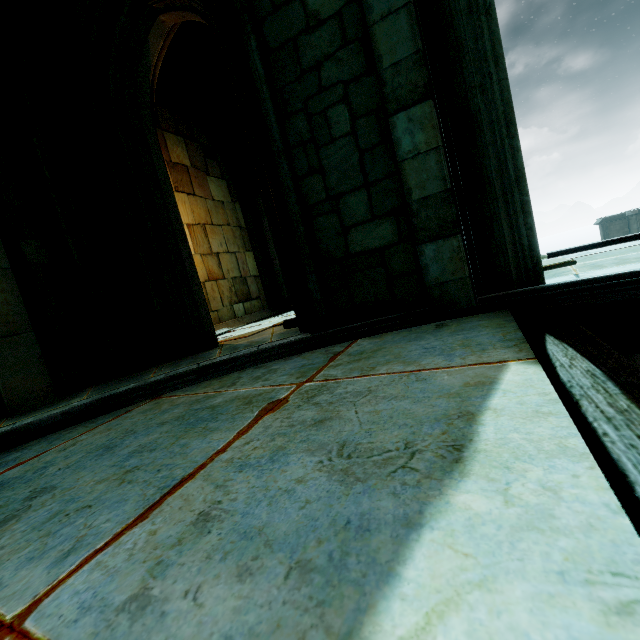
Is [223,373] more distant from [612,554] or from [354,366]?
[612,554]

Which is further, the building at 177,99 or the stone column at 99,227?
the building at 177,99

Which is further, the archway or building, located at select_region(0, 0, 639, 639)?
the archway

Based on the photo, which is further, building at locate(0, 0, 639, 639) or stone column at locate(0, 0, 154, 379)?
stone column at locate(0, 0, 154, 379)

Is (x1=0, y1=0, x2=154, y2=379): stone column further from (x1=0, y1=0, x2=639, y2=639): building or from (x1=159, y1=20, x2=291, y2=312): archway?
(x1=159, y1=20, x2=291, y2=312): archway

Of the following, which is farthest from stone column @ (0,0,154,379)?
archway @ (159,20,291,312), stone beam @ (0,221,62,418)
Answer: archway @ (159,20,291,312)

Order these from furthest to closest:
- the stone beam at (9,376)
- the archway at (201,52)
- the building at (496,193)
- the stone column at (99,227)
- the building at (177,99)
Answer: the building at (177,99)
the archway at (201,52)
the stone column at (99,227)
the stone beam at (9,376)
the building at (496,193)

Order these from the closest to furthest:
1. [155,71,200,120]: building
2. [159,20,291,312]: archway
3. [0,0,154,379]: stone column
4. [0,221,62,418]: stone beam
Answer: [0,221,62,418]: stone beam
[0,0,154,379]: stone column
[159,20,291,312]: archway
[155,71,200,120]: building
